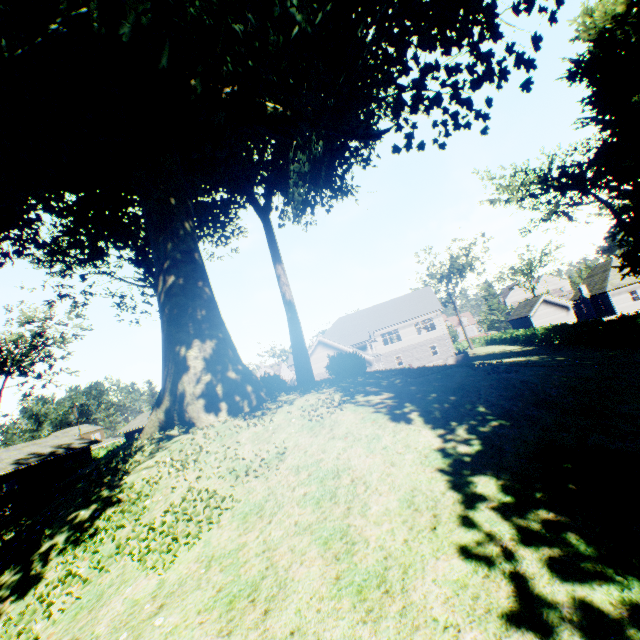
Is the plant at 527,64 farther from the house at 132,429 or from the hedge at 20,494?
the house at 132,429

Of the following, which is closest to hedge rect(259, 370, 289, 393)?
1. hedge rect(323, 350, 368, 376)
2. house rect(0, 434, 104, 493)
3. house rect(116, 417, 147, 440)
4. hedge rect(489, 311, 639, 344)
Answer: hedge rect(323, 350, 368, 376)

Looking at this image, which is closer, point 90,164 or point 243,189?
point 90,164

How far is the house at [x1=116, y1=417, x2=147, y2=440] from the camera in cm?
5640

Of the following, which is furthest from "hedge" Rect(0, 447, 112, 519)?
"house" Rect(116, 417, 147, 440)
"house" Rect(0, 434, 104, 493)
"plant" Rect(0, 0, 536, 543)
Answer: "house" Rect(116, 417, 147, 440)

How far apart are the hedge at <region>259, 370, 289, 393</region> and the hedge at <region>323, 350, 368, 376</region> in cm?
273

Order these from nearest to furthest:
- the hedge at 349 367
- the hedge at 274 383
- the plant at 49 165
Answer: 1. the plant at 49 165
2. the hedge at 274 383
3. the hedge at 349 367

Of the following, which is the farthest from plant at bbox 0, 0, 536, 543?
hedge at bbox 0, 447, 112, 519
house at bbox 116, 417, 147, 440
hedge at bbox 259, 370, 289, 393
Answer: house at bbox 116, 417, 147, 440
